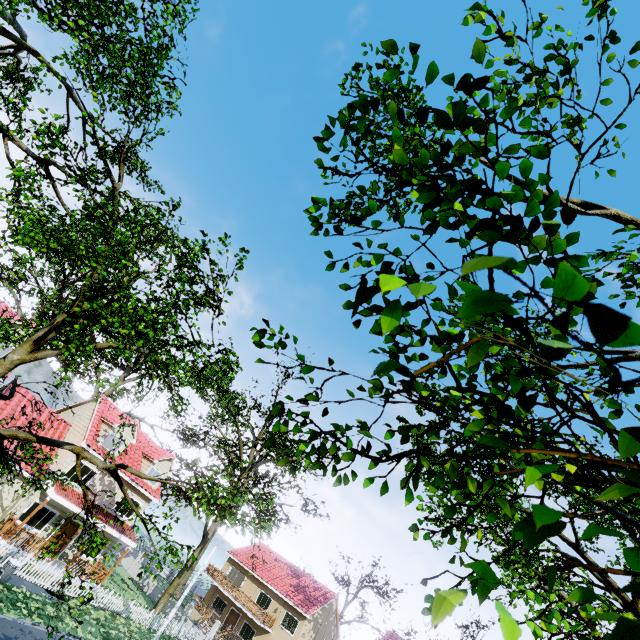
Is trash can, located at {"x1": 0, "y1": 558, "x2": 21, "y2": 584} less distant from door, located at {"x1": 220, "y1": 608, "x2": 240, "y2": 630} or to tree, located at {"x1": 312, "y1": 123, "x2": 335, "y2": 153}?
door, located at {"x1": 220, "y1": 608, "x2": 240, "y2": 630}

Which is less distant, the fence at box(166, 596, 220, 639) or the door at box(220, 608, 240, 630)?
the fence at box(166, 596, 220, 639)

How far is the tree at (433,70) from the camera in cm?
177

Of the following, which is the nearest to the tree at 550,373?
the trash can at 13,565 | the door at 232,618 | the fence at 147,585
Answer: the fence at 147,585

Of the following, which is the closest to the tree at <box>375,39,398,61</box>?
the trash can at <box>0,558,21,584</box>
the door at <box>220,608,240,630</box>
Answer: the trash can at <box>0,558,21,584</box>

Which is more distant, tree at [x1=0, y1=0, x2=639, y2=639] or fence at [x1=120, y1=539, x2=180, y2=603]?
fence at [x1=120, y1=539, x2=180, y2=603]

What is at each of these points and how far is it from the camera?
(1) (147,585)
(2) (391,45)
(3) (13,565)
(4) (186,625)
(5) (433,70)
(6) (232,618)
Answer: (1) fence, 32.3 meters
(2) tree, 1.8 meters
(3) trash can, 15.9 meters
(4) fence, 28.4 meters
(5) tree, 1.8 meters
(6) door, 36.4 meters

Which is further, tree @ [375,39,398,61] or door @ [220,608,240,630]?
door @ [220,608,240,630]
